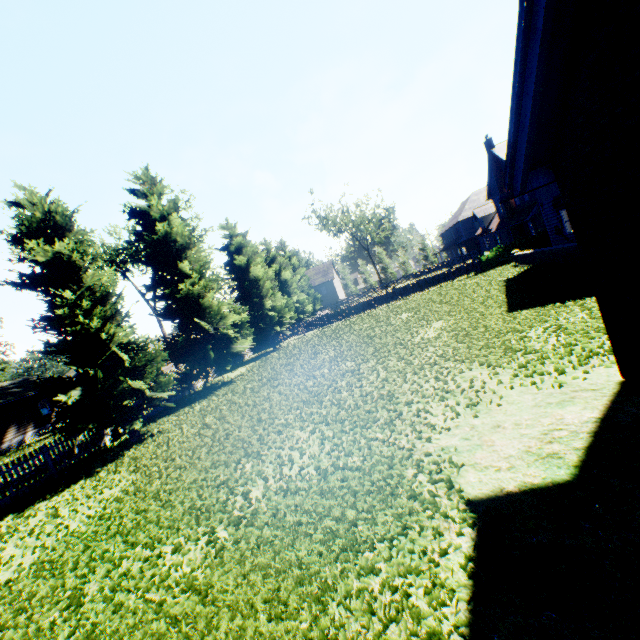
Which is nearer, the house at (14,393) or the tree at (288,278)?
the tree at (288,278)

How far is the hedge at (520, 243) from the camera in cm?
2617

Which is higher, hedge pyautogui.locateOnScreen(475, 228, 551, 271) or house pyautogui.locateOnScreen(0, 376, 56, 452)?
house pyautogui.locateOnScreen(0, 376, 56, 452)

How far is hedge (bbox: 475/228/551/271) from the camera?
26.17m

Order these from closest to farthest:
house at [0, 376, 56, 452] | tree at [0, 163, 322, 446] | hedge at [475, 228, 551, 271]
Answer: tree at [0, 163, 322, 446]
hedge at [475, 228, 551, 271]
house at [0, 376, 56, 452]

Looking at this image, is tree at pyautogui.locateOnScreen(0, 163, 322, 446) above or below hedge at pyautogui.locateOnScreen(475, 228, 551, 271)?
above

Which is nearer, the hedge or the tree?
the tree

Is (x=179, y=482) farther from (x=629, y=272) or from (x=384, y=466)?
(x=629, y=272)
